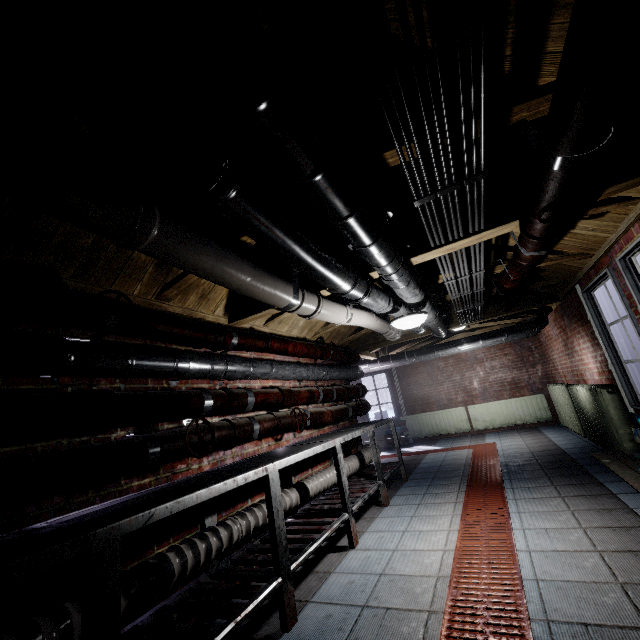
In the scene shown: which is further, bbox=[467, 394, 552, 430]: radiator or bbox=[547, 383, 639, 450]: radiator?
bbox=[467, 394, 552, 430]: radiator

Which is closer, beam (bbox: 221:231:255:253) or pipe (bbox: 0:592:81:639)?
pipe (bbox: 0:592:81:639)

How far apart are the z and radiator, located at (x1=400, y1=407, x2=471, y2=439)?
5.6 meters

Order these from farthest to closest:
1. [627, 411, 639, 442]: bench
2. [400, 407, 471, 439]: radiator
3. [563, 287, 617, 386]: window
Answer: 1. [400, 407, 471, 439]: radiator
2. [563, 287, 617, 386]: window
3. [627, 411, 639, 442]: bench

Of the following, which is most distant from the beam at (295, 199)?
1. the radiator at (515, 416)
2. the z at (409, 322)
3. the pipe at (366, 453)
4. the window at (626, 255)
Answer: the radiator at (515, 416)

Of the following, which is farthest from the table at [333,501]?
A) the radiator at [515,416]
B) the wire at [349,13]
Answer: the radiator at [515,416]

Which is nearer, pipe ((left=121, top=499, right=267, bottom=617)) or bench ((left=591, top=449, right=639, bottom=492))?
pipe ((left=121, top=499, right=267, bottom=617))

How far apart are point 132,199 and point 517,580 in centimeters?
270cm
